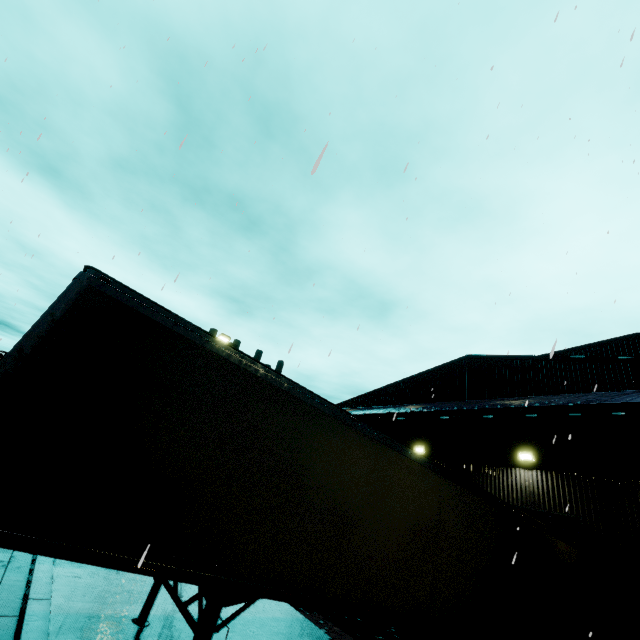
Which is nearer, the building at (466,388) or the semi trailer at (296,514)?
the semi trailer at (296,514)

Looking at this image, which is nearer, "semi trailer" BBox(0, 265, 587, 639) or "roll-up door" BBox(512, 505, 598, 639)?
"semi trailer" BBox(0, 265, 587, 639)

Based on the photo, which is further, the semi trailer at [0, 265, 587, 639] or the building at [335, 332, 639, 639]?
the building at [335, 332, 639, 639]

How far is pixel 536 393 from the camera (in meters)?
13.52

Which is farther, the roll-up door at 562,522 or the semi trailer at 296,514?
the roll-up door at 562,522
